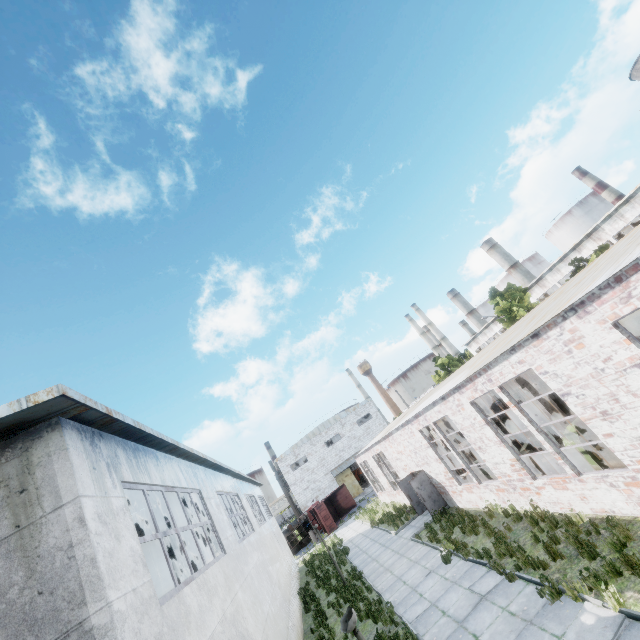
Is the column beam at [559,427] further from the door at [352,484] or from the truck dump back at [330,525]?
the door at [352,484]

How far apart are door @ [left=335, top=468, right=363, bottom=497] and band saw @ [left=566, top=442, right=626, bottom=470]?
42.79m

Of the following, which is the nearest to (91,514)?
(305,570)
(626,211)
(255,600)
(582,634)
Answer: (255,600)

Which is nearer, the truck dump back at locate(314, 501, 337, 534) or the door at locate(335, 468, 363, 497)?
the truck dump back at locate(314, 501, 337, 534)

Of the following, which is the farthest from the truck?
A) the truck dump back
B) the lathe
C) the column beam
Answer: the column beam

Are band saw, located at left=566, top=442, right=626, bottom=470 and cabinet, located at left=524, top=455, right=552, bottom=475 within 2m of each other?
yes

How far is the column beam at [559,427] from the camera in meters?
12.8 m

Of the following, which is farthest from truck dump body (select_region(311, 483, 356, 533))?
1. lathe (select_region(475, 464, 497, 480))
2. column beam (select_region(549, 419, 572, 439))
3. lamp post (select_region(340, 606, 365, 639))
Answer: lamp post (select_region(340, 606, 365, 639))
